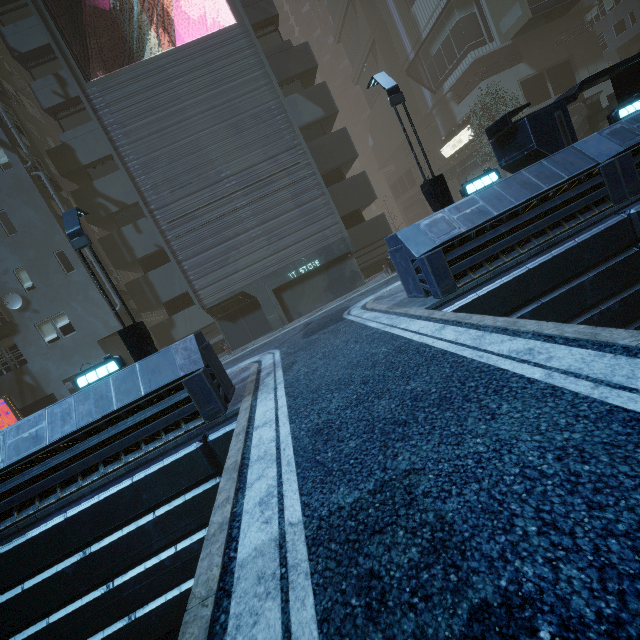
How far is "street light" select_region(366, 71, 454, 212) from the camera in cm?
1014

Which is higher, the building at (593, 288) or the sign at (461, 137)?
the sign at (461, 137)

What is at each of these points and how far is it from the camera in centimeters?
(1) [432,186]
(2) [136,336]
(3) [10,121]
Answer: (1) street light, 1027cm
(2) street light, 930cm
(3) building, 1688cm

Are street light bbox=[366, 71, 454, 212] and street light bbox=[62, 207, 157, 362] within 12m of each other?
yes

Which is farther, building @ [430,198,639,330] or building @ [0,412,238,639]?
building @ [430,198,639,330]

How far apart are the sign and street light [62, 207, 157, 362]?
32.6m

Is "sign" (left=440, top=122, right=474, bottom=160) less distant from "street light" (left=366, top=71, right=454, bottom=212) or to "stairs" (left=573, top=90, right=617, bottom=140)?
"stairs" (left=573, top=90, right=617, bottom=140)

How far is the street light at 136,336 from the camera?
9.1 meters
